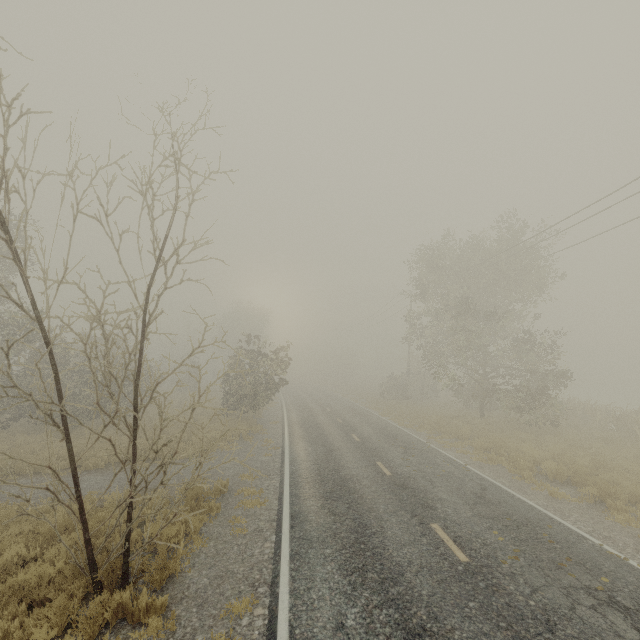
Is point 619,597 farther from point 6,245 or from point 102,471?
point 6,245

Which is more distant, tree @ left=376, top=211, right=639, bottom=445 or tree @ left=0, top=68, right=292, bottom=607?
tree @ left=376, top=211, right=639, bottom=445

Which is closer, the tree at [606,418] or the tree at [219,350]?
the tree at [219,350]
